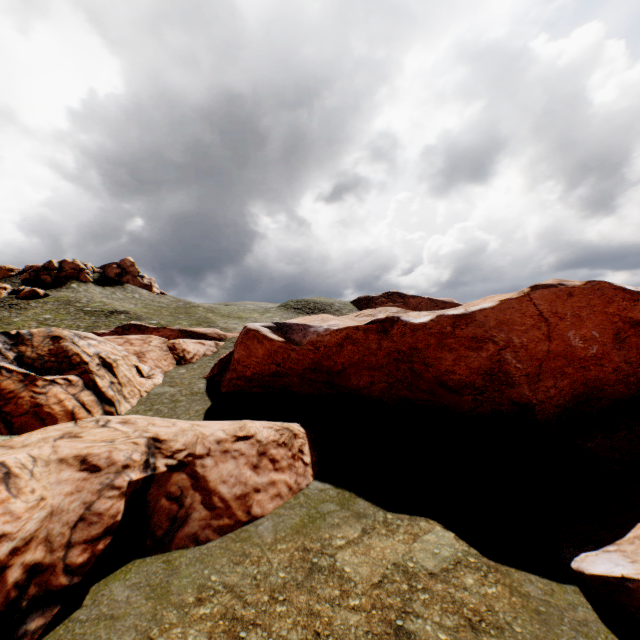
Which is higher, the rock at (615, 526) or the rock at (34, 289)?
the rock at (34, 289)

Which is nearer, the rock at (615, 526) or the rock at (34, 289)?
the rock at (615, 526)

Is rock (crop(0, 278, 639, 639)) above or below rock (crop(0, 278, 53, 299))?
below

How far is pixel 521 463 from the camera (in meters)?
16.48

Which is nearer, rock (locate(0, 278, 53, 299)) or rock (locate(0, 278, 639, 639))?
rock (locate(0, 278, 639, 639))
